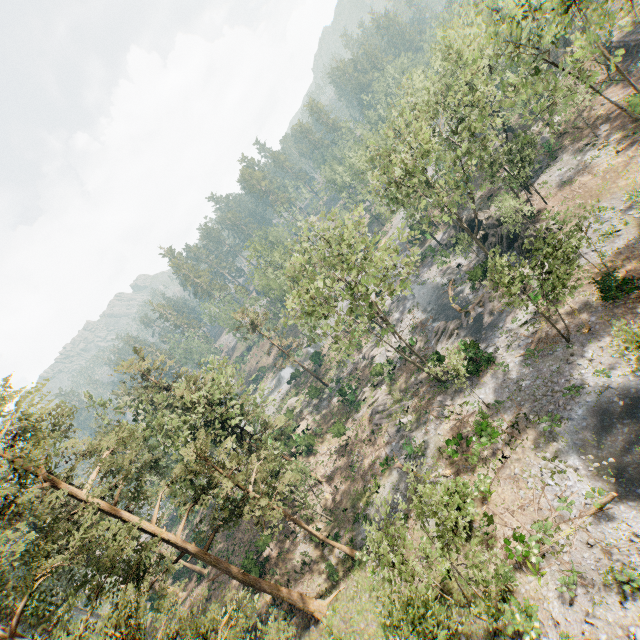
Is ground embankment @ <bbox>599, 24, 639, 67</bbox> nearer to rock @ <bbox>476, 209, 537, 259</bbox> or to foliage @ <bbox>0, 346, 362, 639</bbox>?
foliage @ <bbox>0, 346, 362, 639</bbox>

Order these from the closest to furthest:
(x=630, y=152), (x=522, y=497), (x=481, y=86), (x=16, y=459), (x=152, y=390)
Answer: (x=16, y=459) < (x=522, y=497) < (x=481, y=86) < (x=630, y=152) < (x=152, y=390)

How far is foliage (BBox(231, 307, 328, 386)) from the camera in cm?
4600

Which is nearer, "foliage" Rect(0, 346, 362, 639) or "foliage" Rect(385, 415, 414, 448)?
"foliage" Rect(0, 346, 362, 639)

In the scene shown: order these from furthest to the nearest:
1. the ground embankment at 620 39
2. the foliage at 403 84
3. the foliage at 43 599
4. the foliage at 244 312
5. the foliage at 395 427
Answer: the foliage at 244 312
the ground embankment at 620 39
the foliage at 395 427
the foliage at 403 84
the foliage at 43 599

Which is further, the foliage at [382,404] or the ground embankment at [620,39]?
the ground embankment at [620,39]

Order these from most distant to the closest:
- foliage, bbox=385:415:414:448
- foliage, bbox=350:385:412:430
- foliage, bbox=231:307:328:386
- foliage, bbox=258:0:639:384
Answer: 1. foliage, bbox=231:307:328:386
2. foliage, bbox=350:385:412:430
3. foliage, bbox=385:415:414:448
4. foliage, bbox=258:0:639:384
